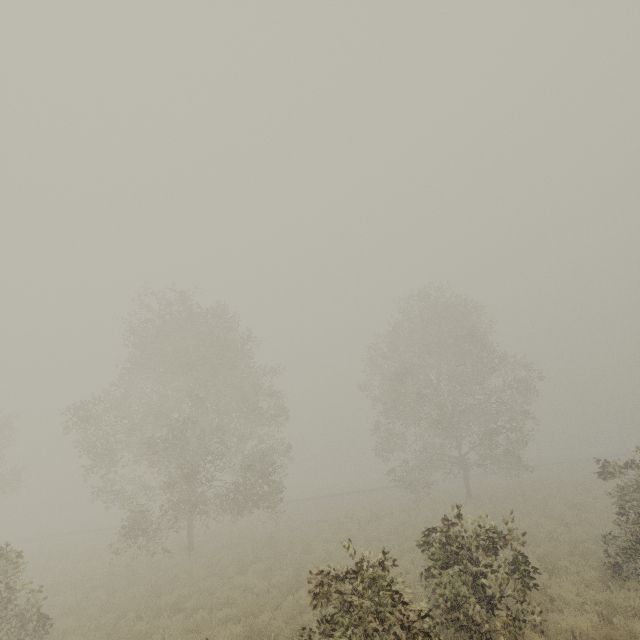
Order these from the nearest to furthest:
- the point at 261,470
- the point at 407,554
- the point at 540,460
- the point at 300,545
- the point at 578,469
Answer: the point at 407,554 < the point at 300,545 < the point at 261,470 < the point at 578,469 < the point at 540,460
